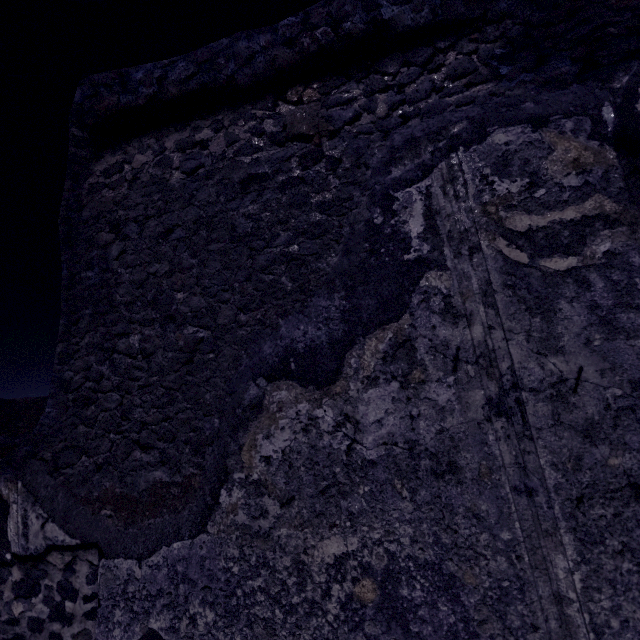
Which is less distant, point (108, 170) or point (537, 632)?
point (537, 632)
